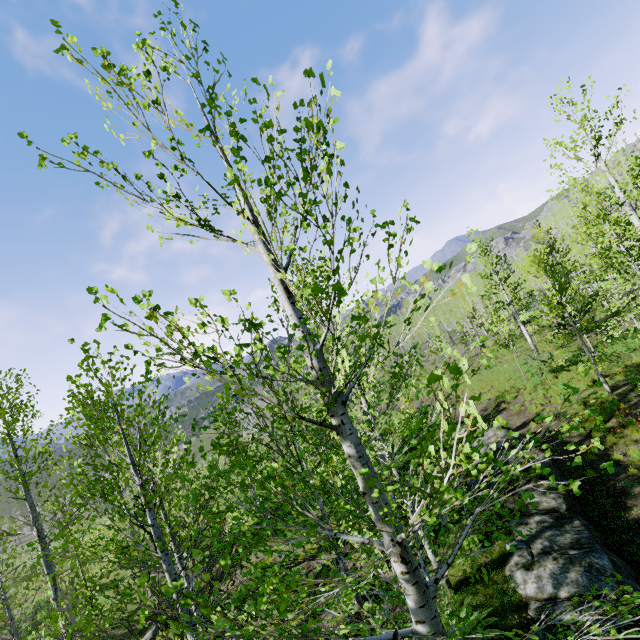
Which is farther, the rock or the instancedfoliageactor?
the rock

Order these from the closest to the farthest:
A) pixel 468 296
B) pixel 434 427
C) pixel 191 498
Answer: pixel 434 427 < pixel 191 498 < pixel 468 296

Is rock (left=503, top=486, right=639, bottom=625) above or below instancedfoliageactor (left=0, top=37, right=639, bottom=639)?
below

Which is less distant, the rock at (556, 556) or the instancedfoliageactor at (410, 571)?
the instancedfoliageactor at (410, 571)

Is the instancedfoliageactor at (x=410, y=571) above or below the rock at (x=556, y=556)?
above
